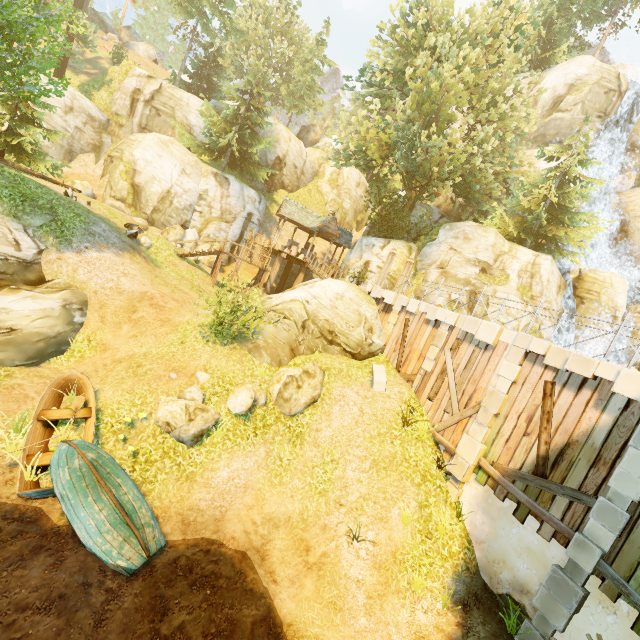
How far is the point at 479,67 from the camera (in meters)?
25.12

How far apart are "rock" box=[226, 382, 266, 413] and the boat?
3.4 meters

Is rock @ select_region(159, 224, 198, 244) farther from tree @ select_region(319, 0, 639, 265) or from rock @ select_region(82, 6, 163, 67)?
rock @ select_region(82, 6, 163, 67)

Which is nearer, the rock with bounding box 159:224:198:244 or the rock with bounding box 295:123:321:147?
the rock with bounding box 159:224:198:244

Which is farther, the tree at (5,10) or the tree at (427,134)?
the tree at (427,134)

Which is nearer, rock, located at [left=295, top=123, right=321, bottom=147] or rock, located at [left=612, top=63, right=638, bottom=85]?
rock, located at [left=612, top=63, right=638, bottom=85]

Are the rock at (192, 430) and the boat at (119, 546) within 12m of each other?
yes

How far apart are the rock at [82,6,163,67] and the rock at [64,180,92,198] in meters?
41.1 m
